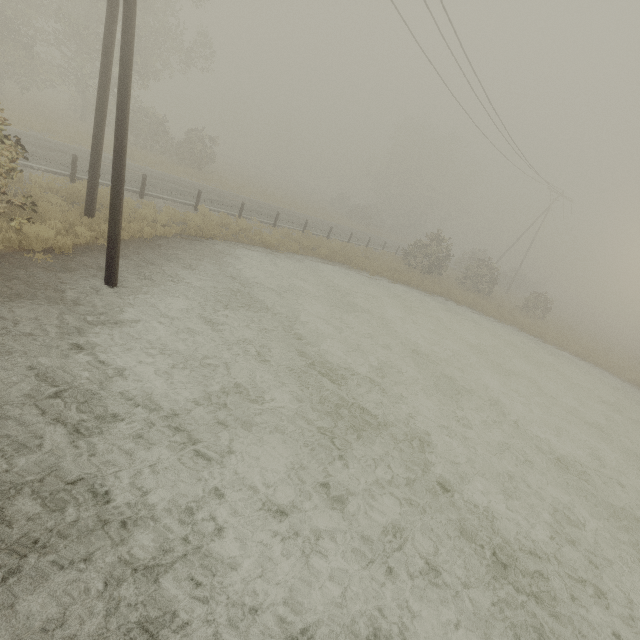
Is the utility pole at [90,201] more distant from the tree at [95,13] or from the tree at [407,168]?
the tree at [407,168]

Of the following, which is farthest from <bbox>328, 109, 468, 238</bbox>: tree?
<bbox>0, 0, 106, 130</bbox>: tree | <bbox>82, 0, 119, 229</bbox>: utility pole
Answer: <bbox>82, 0, 119, 229</bbox>: utility pole

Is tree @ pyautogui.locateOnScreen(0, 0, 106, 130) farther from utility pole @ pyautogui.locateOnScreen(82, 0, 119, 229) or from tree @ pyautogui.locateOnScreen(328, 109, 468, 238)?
tree @ pyautogui.locateOnScreen(328, 109, 468, 238)

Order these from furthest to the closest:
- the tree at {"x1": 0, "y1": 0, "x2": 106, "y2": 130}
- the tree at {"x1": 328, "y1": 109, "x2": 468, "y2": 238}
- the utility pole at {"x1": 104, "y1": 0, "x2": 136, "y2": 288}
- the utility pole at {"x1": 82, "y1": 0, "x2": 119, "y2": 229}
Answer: the tree at {"x1": 328, "y1": 109, "x2": 468, "y2": 238} → the tree at {"x1": 0, "y1": 0, "x2": 106, "y2": 130} → the utility pole at {"x1": 82, "y1": 0, "x2": 119, "y2": 229} → the utility pole at {"x1": 104, "y1": 0, "x2": 136, "y2": 288}

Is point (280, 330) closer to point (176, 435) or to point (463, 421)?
point (176, 435)

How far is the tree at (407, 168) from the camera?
49.1 meters
